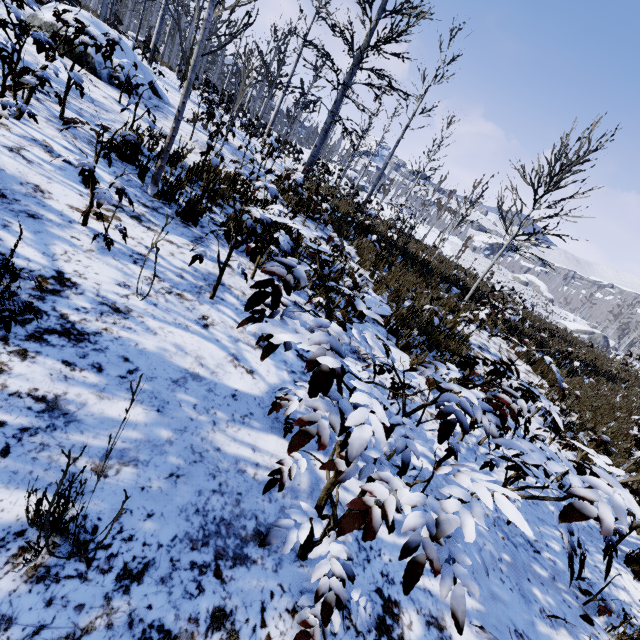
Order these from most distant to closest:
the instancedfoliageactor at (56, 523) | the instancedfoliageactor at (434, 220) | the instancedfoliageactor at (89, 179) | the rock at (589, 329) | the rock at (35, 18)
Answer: the rock at (589, 329)
the instancedfoliageactor at (434, 220)
the rock at (35, 18)
the instancedfoliageactor at (89, 179)
the instancedfoliageactor at (56, 523)

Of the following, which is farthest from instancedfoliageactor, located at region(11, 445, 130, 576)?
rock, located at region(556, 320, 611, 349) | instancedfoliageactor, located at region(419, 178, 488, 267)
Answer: rock, located at region(556, 320, 611, 349)

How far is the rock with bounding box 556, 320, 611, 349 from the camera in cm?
5312

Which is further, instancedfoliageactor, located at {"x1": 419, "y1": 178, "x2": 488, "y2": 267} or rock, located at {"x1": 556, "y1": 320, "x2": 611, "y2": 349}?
rock, located at {"x1": 556, "y1": 320, "x2": 611, "y2": 349}

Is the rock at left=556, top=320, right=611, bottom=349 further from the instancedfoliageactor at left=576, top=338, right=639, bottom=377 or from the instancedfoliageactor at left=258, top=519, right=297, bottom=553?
the instancedfoliageactor at left=258, top=519, right=297, bottom=553

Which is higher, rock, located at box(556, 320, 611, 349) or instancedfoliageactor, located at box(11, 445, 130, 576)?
rock, located at box(556, 320, 611, 349)

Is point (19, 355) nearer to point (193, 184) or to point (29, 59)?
point (193, 184)

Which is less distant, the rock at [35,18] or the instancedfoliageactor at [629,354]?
the rock at [35,18]
